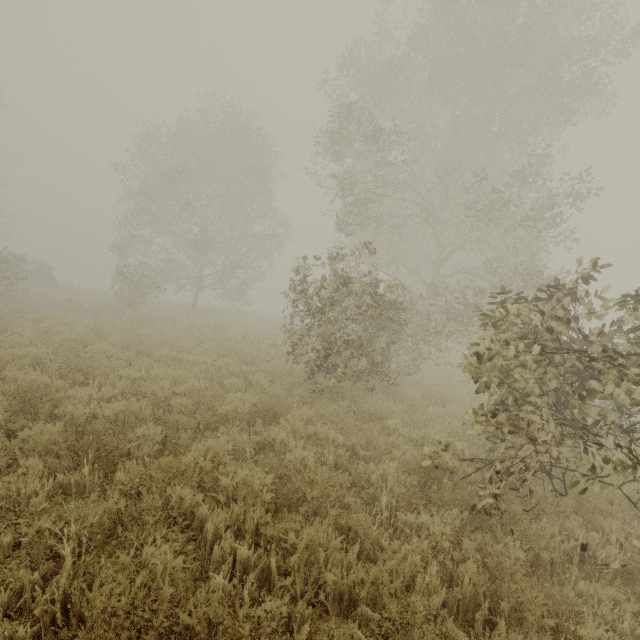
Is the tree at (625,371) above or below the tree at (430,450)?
above

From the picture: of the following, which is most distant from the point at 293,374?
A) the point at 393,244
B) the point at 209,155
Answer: the point at 209,155

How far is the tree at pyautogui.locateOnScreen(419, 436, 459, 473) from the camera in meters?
4.6

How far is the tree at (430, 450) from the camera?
4.6m

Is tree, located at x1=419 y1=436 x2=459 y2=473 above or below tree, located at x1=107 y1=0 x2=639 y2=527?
below
